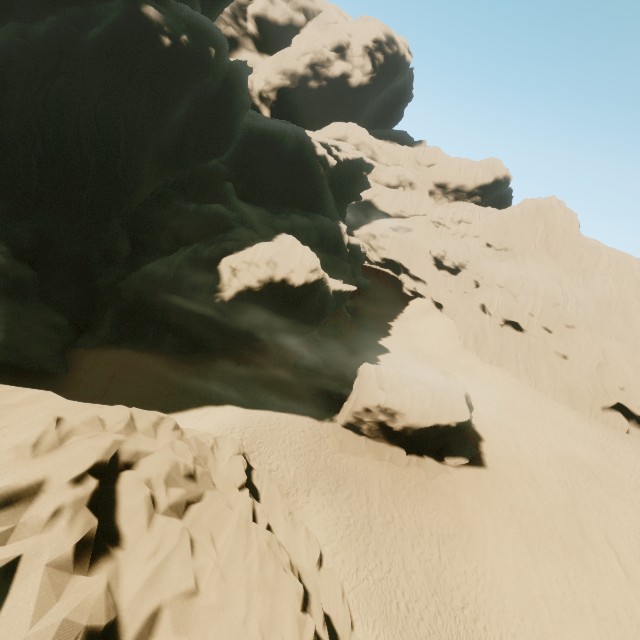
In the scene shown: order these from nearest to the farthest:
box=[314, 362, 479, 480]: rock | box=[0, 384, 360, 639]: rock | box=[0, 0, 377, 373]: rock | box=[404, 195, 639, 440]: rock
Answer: box=[0, 384, 360, 639]: rock, box=[0, 0, 377, 373]: rock, box=[314, 362, 479, 480]: rock, box=[404, 195, 639, 440]: rock

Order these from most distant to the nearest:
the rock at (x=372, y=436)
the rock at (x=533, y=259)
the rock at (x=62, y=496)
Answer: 1. the rock at (x=533, y=259)
2. the rock at (x=372, y=436)
3. the rock at (x=62, y=496)

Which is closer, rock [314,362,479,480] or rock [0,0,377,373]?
rock [0,0,377,373]

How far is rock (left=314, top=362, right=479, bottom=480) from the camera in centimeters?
2359cm

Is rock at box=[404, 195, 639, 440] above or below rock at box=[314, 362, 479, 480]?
above

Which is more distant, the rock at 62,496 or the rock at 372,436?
the rock at 372,436

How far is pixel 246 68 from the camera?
36.2 meters
